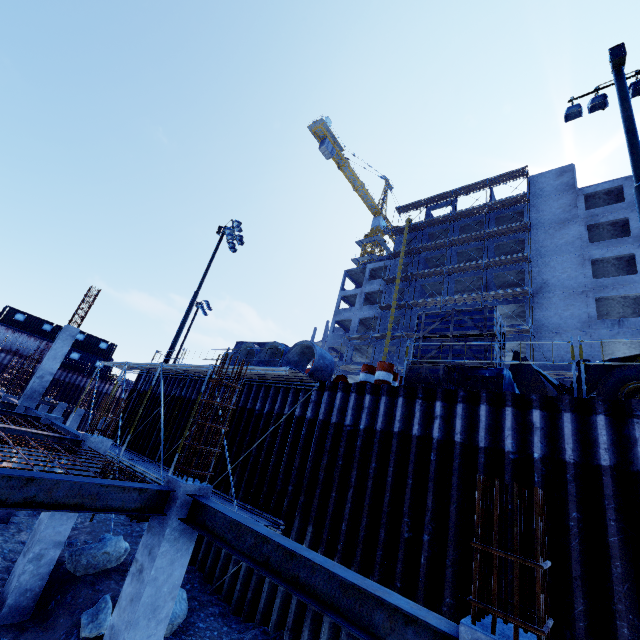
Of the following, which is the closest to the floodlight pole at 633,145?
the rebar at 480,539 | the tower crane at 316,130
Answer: the rebar at 480,539

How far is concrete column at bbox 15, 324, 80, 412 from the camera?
15.1m

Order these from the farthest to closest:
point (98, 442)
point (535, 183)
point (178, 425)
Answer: point (535, 183), point (178, 425), point (98, 442)

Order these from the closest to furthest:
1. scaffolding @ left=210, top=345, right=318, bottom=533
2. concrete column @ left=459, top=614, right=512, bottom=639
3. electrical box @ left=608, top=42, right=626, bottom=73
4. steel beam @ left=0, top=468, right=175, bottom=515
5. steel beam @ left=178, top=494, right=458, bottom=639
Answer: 1. concrete column @ left=459, top=614, right=512, bottom=639
2. steel beam @ left=178, top=494, right=458, bottom=639
3. steel beam @ left=0, top=468, right=175, bottom=515
4. scaffolding @ left=210, top=345, right=318, bottom=533
5. electrical box @ left=608, top=42, right=626, bottom=73

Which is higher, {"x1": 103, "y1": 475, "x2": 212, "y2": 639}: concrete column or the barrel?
the barrel

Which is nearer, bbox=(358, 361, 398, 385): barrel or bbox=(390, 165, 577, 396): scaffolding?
bbox=(358, 361, 398, 385): barrel

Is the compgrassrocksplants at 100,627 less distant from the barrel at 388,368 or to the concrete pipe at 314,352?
the concrete pipe at 314,352

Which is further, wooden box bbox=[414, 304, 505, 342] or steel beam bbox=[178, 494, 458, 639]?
wooden box bbox=[414, 304, 505, 342]
